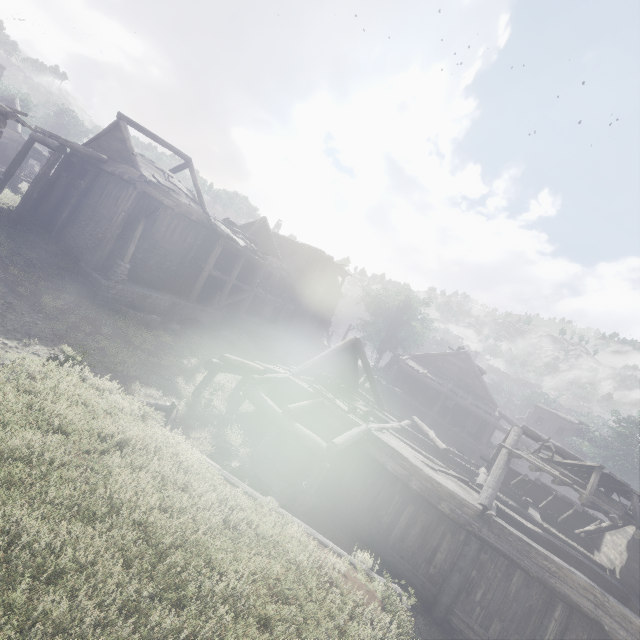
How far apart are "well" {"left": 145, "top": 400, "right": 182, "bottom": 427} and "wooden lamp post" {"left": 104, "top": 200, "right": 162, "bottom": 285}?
10.1m

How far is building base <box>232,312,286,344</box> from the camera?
25.8 meters

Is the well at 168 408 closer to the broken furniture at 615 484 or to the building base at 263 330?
the building base at 263 330

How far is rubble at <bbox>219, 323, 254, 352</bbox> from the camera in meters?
23.4

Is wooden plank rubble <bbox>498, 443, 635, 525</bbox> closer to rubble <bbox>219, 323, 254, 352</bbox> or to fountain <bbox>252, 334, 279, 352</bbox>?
rubble <bbox>219, 323, 254, 352</bbox>

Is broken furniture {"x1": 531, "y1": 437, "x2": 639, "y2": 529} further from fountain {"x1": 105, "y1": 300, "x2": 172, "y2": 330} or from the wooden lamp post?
the wooden lamp post

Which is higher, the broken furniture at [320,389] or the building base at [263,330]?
the broken furniture at [320,389]

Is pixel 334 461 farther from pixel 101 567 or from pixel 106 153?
pixel 106 153
